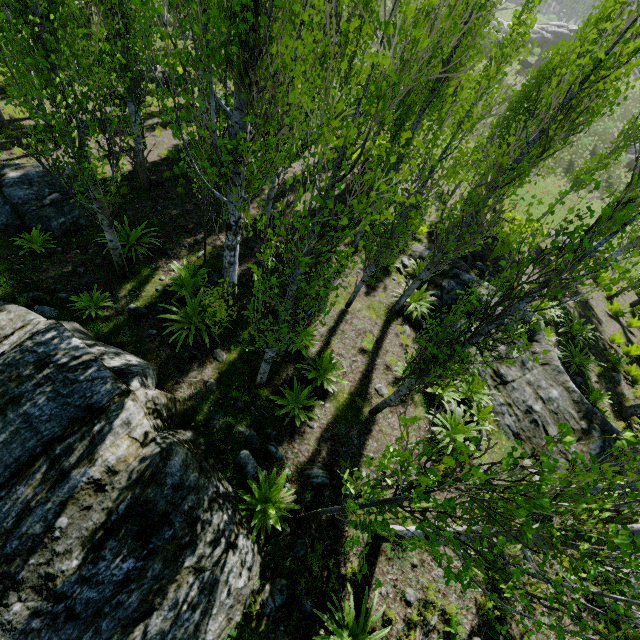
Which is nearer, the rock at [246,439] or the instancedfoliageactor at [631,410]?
the rock at [246,439]

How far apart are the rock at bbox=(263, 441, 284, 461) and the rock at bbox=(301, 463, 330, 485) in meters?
0.4 m

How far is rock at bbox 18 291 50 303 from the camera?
7.5 meters

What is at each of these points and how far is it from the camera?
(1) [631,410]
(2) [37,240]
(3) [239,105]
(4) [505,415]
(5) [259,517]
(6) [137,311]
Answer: (1) instancedfoliageactor, 9.83m
(2) instancedfoliageactor, 8.46m
(3) instancedfoliageactor, 4.36m
(4) rock, 8.48m
(5) instancedfoliageactor, 5.41m
(6) rock, 7.84m

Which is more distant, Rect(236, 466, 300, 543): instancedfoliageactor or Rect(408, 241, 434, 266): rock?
Rect(408, 241, 434, 266): rock

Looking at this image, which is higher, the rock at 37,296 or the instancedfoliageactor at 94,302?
the instancedfoliageactor at 94,302

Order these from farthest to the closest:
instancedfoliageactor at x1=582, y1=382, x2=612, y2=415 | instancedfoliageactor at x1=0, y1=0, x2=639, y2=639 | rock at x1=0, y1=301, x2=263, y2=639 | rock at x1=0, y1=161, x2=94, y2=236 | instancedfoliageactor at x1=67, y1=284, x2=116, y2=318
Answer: instancedfoliageactor at x1=582, y1=382, x2=612, y2=415, rock at x1=0, y1=161, x2=94, y2=236, instancedfoliageactor at x1=67, y1=284, x2=116, y2=318, rock at x1=0, y1=301, x2=263, y2=639, instancedfoliageactor at x1=0, y1=0, x2=639, y2=639

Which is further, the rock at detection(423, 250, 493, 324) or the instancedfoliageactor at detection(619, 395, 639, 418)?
the rock at detection(423, 250, 493, 324)
